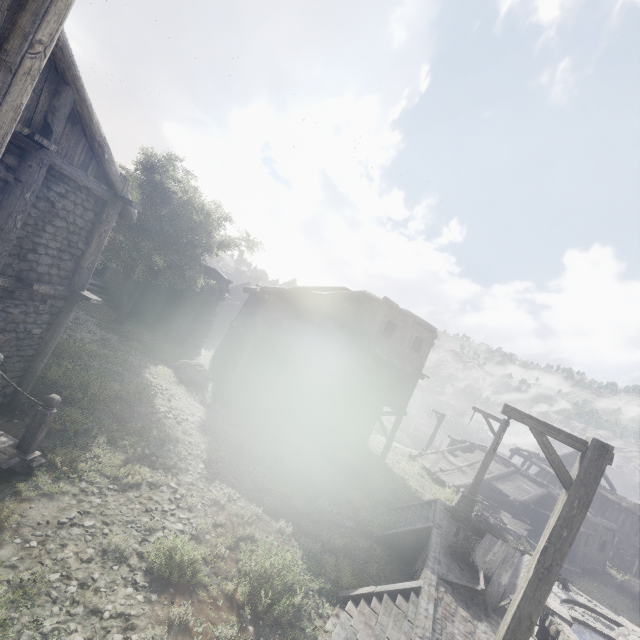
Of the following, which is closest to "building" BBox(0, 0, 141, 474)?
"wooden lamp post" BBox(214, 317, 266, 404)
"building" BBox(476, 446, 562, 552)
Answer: "wooden lamp post" BBox(214, 317, 266, 404)

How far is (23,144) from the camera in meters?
6.2 m

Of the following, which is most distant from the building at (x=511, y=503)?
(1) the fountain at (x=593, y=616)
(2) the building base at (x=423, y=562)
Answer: (1) the fountain at (x=593, y=616)

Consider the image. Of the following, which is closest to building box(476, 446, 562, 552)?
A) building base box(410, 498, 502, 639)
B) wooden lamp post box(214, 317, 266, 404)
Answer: building base box(410, 498, 502, 639)

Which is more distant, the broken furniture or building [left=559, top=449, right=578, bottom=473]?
building [left=559, top=449, right=578, bottom=473]

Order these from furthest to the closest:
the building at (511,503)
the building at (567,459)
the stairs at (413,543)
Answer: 1. the building at (567,459)
2. the building at (511,503)
3. the stairs at (413,543)

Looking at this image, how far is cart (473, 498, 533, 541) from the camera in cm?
1948

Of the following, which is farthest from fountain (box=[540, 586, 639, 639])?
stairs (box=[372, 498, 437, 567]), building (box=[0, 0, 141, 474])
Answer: building (box=[0, 0, 141, 474])
